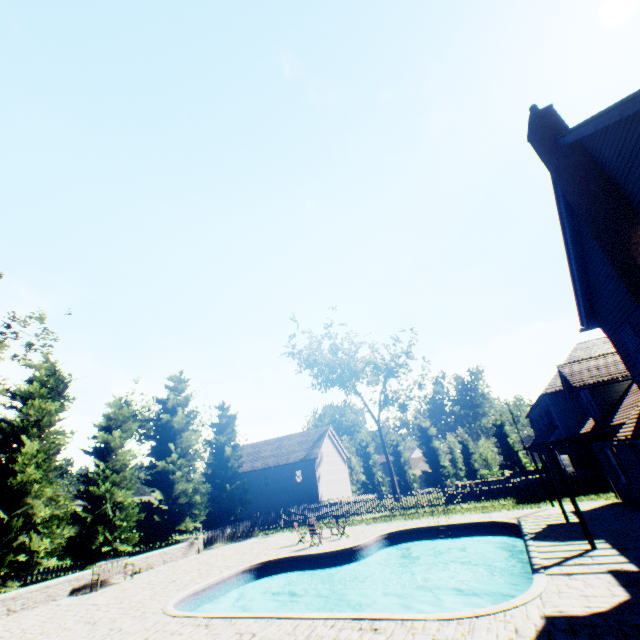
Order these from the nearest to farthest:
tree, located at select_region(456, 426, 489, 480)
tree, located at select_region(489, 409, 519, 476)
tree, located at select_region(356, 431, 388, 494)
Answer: tree, located at select_region(489, 409, 519, 476), tree, located at select_region(456, 426, 489, 480), tree, located at select_region(356, 431, 388, 494)

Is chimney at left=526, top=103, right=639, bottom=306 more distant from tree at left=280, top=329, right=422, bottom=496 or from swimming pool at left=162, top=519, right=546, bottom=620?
tree at left=280, top=329, right=422, bottom=496

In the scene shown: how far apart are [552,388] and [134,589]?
30.7m

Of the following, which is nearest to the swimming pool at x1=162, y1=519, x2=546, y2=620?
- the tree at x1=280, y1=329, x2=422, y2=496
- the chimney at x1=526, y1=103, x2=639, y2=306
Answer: the chimney at x1=526, y1=103, x2=639, y2=306

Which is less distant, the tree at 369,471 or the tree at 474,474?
the tree at 474,474

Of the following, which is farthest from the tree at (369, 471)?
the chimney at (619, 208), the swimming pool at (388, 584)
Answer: the chimney at (619, 208)

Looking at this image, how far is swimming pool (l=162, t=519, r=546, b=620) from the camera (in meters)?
8.65
